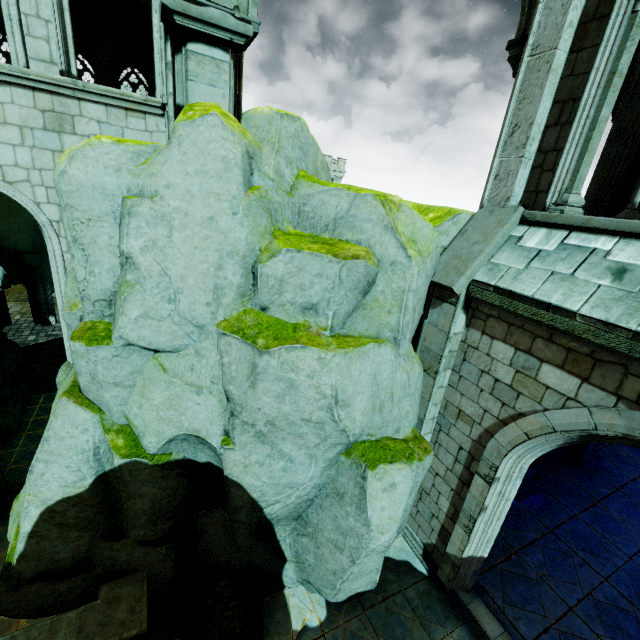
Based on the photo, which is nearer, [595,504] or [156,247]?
[156,247]

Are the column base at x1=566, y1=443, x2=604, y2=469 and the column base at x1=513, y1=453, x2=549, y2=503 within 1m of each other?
no

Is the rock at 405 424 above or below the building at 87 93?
below

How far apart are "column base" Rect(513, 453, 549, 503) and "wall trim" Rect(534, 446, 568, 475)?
0.01m

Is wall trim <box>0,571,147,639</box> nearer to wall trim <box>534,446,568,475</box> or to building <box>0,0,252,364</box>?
building <box>0,0,252,364</box>

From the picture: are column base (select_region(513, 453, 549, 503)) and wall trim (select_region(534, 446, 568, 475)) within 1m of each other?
yes

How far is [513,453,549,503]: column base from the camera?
8.9 meters

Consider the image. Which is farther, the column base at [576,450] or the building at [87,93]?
the column base at [576,450]
